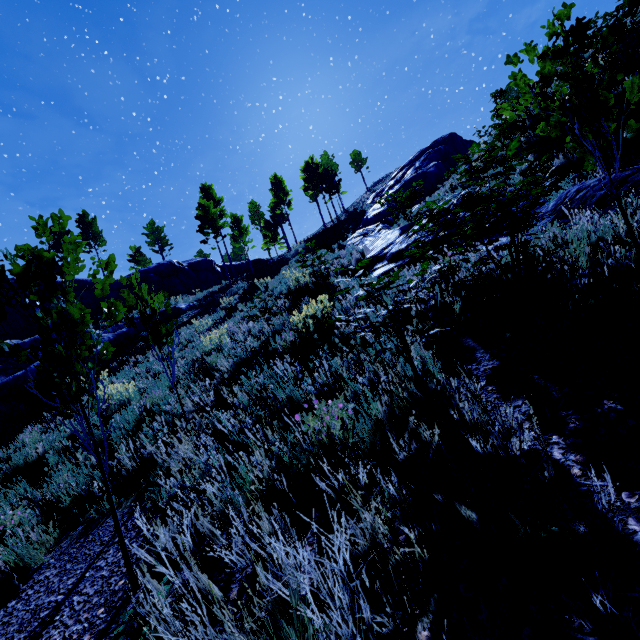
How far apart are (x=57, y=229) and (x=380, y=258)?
7.6m

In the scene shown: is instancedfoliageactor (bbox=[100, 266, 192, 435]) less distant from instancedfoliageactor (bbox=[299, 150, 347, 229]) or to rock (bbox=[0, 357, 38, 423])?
rock (bbox=[0, 357, 38, 423])

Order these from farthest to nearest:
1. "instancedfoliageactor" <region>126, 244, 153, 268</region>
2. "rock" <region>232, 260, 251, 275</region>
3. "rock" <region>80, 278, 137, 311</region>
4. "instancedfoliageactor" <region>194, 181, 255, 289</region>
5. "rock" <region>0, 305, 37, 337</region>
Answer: "instancedfoliageactor" <region>126, 244, 153, 268</region>, "rock" <region>232, 260, 251, 275</region>, "instancedfoliageactor" <region>194, 181, 255, 289</region>, "rock" <region>80, 278, 137, 311</region>, "rock" <region>0, 305, 37, 337</region>

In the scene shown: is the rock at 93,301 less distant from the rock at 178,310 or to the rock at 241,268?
the rock at 241,268

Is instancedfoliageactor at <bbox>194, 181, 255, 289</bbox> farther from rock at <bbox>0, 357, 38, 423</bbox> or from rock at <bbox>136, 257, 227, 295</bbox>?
rock at <bbox>0, 357, 38, 423</bbox>

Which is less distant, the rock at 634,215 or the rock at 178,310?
the rock at 634,215

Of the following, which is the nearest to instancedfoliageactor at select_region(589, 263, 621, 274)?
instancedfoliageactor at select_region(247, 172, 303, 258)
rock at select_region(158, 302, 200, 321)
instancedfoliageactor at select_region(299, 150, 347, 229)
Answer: rock at select_region(158, 302, 200, 321)

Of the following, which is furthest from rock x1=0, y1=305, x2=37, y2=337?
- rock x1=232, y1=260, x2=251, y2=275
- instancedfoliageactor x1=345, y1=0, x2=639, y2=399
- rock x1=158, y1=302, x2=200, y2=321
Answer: instancedfoliageactor x1=345, y1=0, x2=639, y2=399
